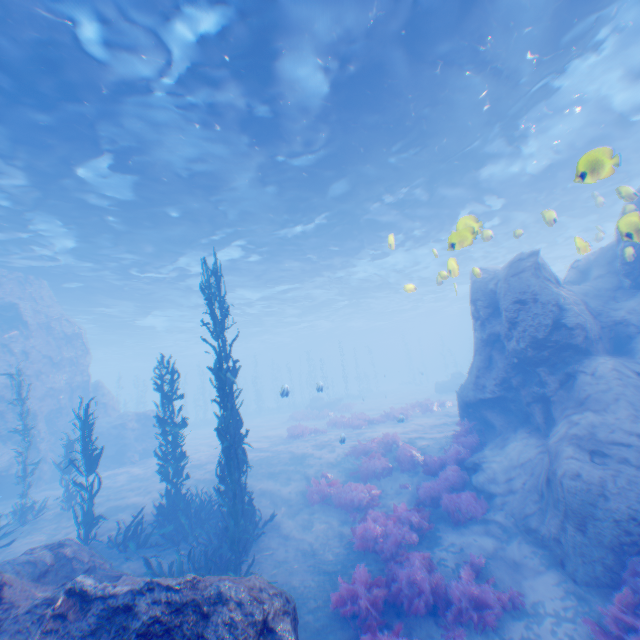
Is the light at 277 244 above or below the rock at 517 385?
above

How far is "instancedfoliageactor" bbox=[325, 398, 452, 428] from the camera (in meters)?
20.43

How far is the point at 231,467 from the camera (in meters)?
8.47

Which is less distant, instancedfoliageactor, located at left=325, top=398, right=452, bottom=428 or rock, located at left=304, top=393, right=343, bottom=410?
instancedfoliageactor, located at left=325, top=398, right=452, bottom=428

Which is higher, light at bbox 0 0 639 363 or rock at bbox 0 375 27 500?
light at bbox 0 0 639 363

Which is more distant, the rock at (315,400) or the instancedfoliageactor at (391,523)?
the rock at (315,400)

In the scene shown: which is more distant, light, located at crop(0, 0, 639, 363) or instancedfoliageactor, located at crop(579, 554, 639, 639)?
light, located at crop(0, 0, 639, 363)

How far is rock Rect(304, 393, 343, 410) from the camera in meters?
33.8
